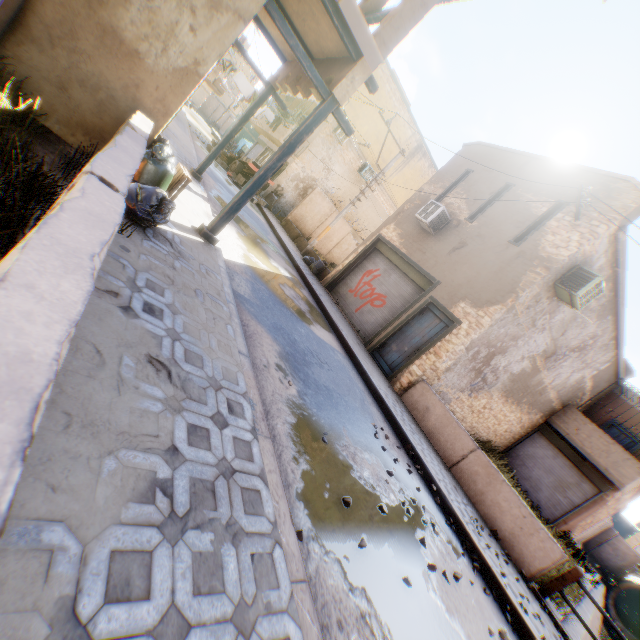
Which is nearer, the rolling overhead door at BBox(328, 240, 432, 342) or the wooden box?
the wooden box

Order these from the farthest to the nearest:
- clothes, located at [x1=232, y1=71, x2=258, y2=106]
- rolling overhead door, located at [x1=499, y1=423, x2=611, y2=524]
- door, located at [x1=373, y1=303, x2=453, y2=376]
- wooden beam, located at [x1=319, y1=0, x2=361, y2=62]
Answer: clothes, located at [x1=232, y1=71, x2=258, y2=106], rolling overhead door, located at [x1=499, y1=423, x2=611, y2=524], door, located at [x1=373, y1=303, x2=453, y2=376], wooden beam, located at [x1=319, y1=0, x2=361, y2=62]

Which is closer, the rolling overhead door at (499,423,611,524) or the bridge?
the bridge

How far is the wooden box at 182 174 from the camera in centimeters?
514cm

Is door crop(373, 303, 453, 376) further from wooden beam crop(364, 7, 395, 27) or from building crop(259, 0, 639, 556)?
wooden beam crop(364, 7, 395, 27)

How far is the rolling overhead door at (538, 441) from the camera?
14.0m

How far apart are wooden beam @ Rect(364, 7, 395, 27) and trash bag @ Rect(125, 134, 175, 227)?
4.13m

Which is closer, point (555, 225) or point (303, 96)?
point (303, 96)
